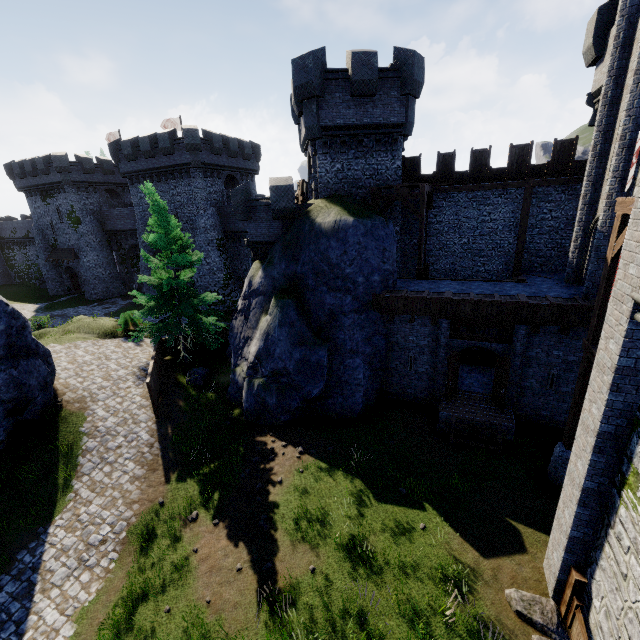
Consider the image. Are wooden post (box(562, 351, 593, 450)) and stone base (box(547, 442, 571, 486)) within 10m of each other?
yes

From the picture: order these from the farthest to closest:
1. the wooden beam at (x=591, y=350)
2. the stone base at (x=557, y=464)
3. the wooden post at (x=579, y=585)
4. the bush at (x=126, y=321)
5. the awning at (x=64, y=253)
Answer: the awning at (x=64, y=253) → the bush at (x=126, y=321) → the stone base at (x=557, y=464) → the wooden beam at (x=591, y=350) → the wooden post at (x=579, y=585)

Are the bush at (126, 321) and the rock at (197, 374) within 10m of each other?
yes

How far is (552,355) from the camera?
13.70m

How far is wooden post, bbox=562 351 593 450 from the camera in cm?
1032

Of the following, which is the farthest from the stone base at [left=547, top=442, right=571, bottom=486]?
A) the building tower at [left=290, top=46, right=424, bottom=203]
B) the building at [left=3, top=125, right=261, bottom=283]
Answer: the building at [left=3, top=125, right=261, bottom=283]

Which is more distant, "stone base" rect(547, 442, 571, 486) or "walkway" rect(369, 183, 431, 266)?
"walkway" rect(369, 183, 431, 266)

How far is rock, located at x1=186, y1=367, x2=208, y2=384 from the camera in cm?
1904
